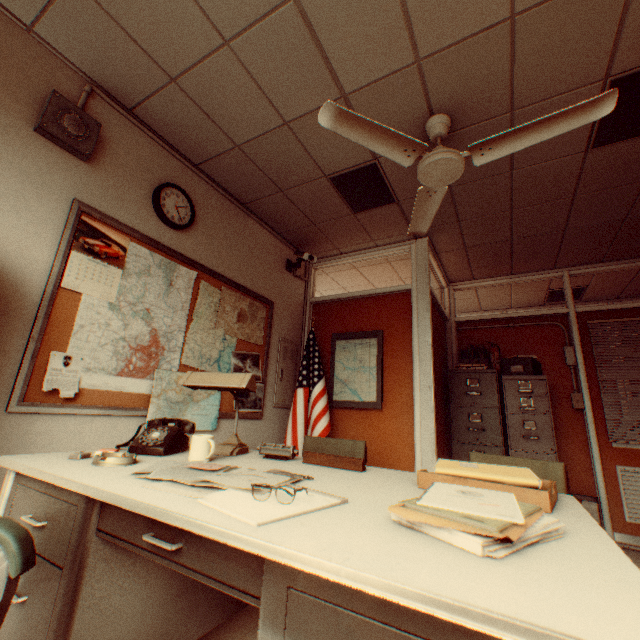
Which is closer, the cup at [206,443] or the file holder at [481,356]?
the cup at [206,443]

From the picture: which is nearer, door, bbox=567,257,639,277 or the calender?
the calender

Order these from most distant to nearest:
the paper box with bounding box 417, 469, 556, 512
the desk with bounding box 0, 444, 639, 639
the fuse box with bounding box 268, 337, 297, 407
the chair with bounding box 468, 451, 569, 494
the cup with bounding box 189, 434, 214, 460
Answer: the fuse box with bounding box 268, 337, 297, 407
the chair with bounding box 468, 451, 569, 494
the cup with bounding box 189, 434, 214, 460
the paper box with bounding box 417, 469, 556, 512
the desk with bounding box 0, 444, 639, 639

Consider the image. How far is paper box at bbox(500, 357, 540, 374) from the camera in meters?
4.2 m

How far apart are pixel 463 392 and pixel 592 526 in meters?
3.7 m

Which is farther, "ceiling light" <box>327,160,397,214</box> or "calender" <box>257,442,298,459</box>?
"ceiling light" <box>327,160,397,214</box>

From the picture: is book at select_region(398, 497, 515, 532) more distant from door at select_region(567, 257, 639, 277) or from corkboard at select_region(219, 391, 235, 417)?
door at select_region(567, 257, 639, 277)

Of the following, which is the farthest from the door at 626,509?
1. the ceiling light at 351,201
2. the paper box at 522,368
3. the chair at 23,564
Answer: the chair at 23,564
